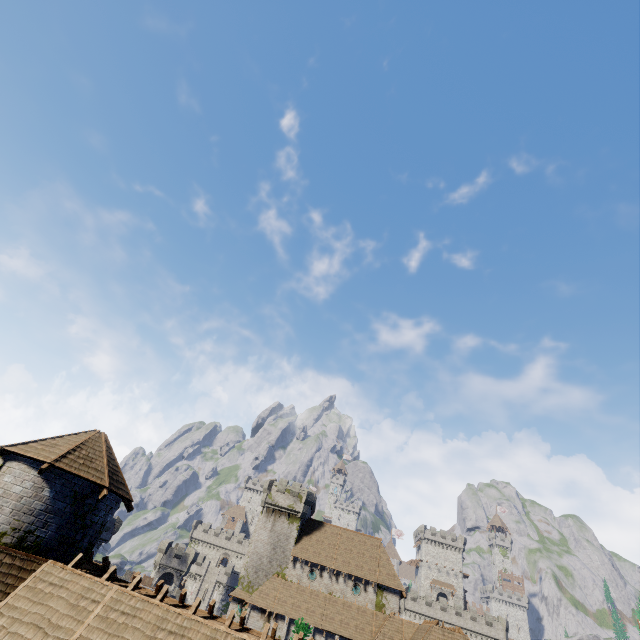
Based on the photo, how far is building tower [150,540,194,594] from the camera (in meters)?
57.19

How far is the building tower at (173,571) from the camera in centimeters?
5719cm

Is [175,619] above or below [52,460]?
below
